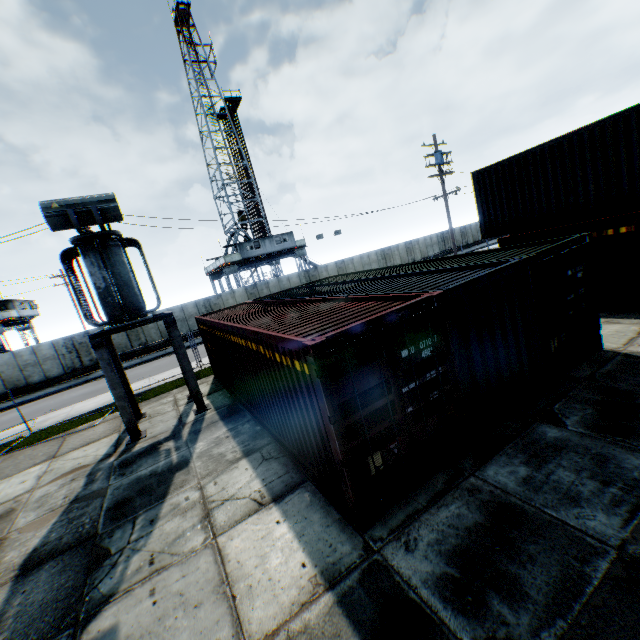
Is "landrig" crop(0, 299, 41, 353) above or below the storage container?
above

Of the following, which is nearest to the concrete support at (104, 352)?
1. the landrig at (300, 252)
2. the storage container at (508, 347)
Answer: the storage container at (508, 347)

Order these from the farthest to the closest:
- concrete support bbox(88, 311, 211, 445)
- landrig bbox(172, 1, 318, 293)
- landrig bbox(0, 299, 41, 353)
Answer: landrig bbox(172, 1, 318, 293) < landrig bbox(0, 299, 41, 353) < concrete support bbox(88, 311, 211, 445)

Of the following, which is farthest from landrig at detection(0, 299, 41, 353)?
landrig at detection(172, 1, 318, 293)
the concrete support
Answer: the concrete support

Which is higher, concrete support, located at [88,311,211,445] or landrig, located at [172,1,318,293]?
landrig, located at [172,1,318,293]

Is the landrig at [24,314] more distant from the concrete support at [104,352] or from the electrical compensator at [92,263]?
the electrical compensator at [92,263]

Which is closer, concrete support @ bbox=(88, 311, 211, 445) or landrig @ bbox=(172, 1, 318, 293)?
concrete support @ bbox=(88, 311, 211, 445)

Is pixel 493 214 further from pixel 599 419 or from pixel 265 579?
pixel 265 579
